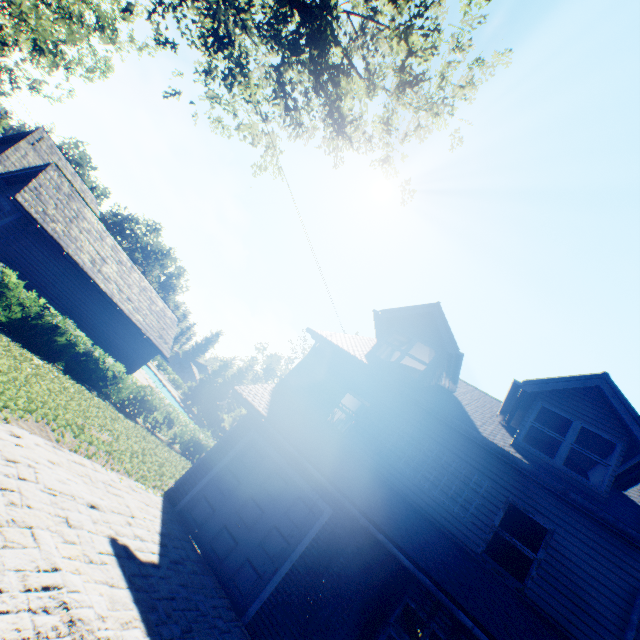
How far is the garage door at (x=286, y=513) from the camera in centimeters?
779cm

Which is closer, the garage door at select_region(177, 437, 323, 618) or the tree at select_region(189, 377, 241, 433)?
the garage door at select_region(177, 437, 323, 618)

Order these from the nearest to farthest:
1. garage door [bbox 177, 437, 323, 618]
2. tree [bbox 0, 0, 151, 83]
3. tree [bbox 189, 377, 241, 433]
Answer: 1. garage door [bbox 177, 437, 323, 618]
2. tree [bbox 0, 0, 151, 83]
3. tree [bbox 189, 377, 241, 433]

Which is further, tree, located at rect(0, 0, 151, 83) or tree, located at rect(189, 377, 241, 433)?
tree, located at rect(189, 377, 241, 433)

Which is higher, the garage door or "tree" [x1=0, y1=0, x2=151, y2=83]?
"tree" [x1=0, y1=0, x2=151, y2=83]

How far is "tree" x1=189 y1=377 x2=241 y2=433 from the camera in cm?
5459

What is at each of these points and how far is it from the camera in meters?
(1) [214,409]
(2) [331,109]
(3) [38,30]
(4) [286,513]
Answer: (1) tree, 57.9
(2) tree, 9.7
(3) tree, 16.0
(4) garage door, 8.5

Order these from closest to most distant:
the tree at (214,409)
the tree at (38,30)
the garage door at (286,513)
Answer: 1. the garage door at (286,513)
2. the tree at (38,30)
3. the tree at (214,409)
